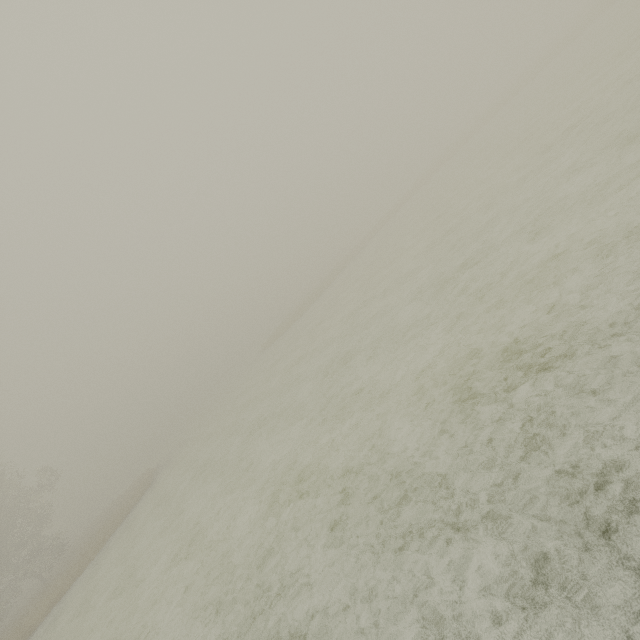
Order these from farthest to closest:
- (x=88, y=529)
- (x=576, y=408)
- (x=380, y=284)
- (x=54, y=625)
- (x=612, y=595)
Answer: (x=88, y=529) → (x=380, y=284) → (x=54, y=625) → (x=576, y=408) → (x=612, y=595)
